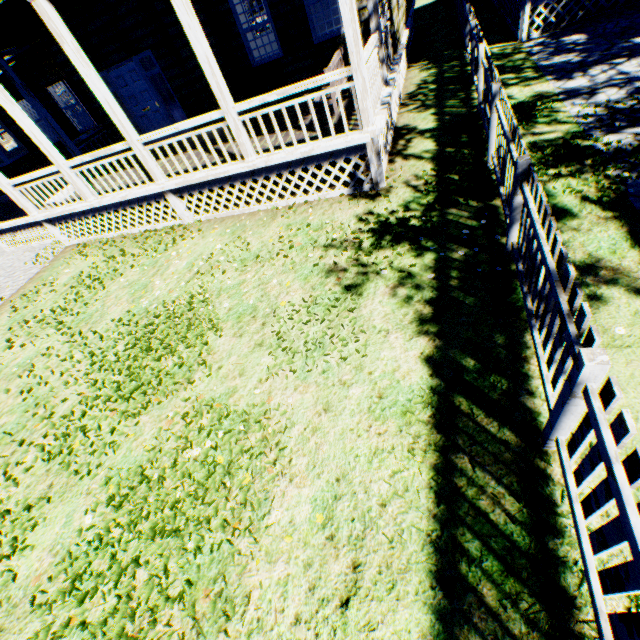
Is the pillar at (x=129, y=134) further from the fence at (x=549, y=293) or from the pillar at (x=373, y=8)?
the fence at (x=549, y=293)

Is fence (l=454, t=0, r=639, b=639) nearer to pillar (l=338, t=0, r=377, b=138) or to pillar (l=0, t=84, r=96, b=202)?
pillar (l=338, t=0, r=377, b=138)

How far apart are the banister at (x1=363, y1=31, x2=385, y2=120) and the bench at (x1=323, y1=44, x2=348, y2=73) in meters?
0.7 m

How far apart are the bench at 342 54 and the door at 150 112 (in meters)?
5.72

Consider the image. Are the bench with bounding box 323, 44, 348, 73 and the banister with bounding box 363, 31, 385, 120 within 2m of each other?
yes

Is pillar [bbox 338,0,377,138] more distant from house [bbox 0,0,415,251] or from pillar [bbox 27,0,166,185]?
pillar [bbox 27,0,166,185]

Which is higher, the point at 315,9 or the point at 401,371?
the point at 315,9

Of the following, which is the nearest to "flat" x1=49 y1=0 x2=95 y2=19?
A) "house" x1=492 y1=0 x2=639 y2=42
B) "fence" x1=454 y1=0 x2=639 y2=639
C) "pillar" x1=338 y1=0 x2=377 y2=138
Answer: "pillar" x1=338 y1=0 x2=377 y2=138
